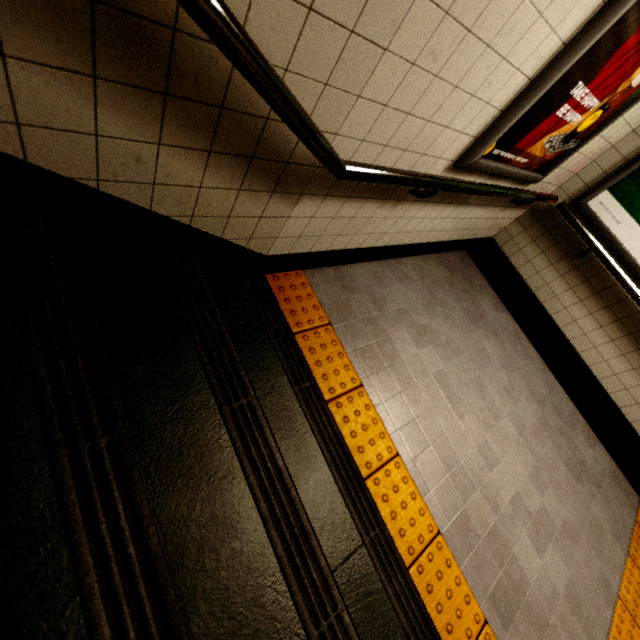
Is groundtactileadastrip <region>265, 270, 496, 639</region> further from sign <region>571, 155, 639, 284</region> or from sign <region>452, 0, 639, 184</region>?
sign <region>571, 155, 639, 284</region>

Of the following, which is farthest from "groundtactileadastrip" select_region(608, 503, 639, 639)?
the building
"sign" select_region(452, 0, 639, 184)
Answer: "sign" select_region(452, 0, 639, 184)

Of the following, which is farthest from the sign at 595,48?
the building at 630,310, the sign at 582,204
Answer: the sign at 582,204

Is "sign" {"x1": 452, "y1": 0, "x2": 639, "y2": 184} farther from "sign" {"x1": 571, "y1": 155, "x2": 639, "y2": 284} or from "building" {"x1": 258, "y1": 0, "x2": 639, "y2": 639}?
"sign" {"x1": 571, "y1": 155, "x2": 639, "y2": 284}

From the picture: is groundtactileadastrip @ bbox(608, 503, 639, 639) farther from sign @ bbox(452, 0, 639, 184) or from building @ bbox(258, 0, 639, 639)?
sign @ bbox(452, 0, 639, 184)

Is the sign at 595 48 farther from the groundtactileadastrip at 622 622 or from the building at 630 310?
the groundtactileadastrip at 622 622

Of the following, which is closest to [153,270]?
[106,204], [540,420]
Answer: [106,204]

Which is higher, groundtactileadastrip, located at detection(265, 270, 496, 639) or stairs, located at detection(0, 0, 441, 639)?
stairs, located at detection(0, 0, 441, 639)
